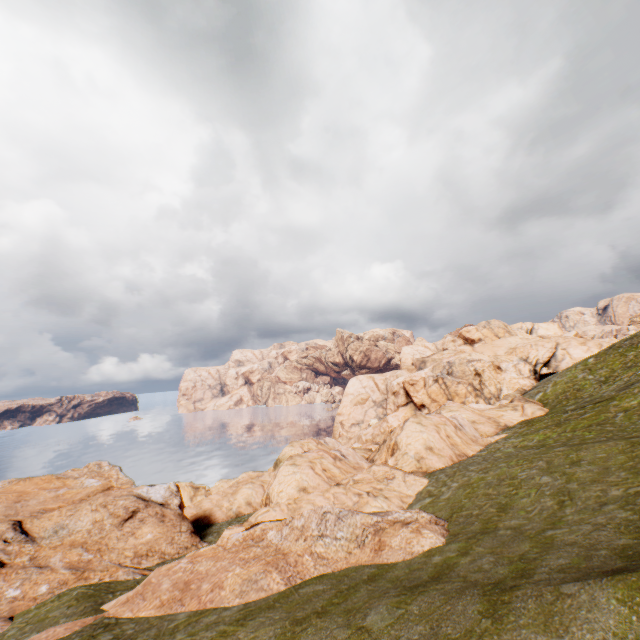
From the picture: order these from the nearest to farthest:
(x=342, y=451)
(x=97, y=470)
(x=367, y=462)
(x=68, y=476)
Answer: (x=342, y=451) → (x=367, y=462) → (x=68, y=476) → (x=97, y=470)
